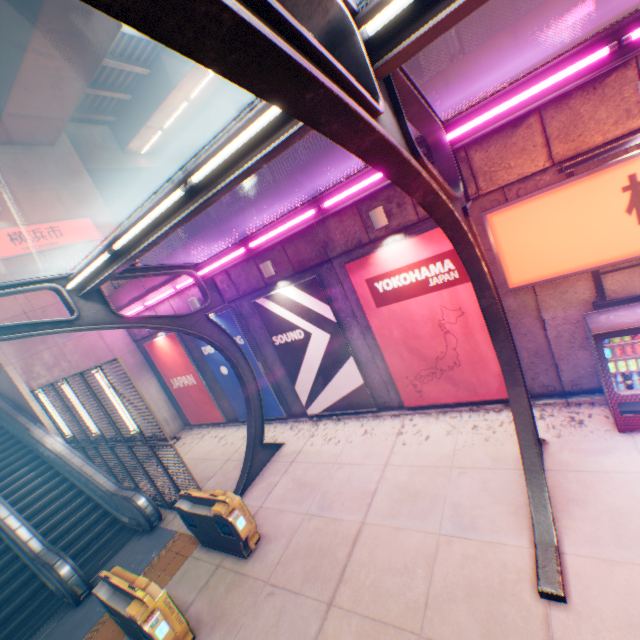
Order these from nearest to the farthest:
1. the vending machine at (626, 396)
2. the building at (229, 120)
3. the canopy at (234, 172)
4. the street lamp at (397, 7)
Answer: the canopy at (234, 172), the street lamp at (397, 7), the vending machine at (626, 396), the building at (229, 120)

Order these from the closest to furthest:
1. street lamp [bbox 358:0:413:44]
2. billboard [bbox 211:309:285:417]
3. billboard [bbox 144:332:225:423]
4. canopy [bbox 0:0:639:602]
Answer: canopy [bbox 0:0:639:602], street lamp [bbox 358:0:413:44], billboard [bbox 211:309:285:417], billboard [bbox 144:332:225:423]

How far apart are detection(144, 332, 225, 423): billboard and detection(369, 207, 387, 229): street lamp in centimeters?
929cm

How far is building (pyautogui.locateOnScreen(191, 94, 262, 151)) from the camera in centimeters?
3186cm

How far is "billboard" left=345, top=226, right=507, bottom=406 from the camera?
7.02m

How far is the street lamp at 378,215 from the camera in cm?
688

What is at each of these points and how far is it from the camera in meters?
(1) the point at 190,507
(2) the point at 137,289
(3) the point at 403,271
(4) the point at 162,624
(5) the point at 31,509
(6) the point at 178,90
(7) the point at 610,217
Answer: (1) ticket machine, 7.3 m
(2) concrete block, 13.0 m
(3) billboard, 7.4 m
(4) ticket machine, 5.0 m
(5) steps, 9.9 m
(6) overpass support, 14.1 m
(7) sign, 5.3 m

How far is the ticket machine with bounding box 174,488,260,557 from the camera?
6.53m
